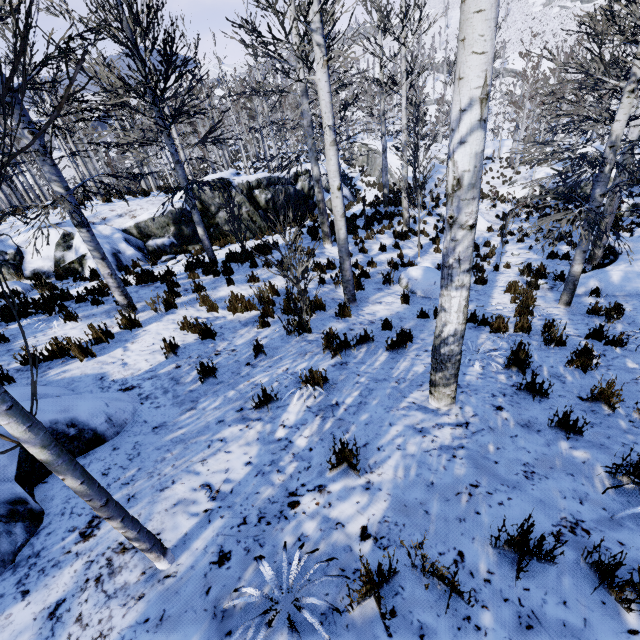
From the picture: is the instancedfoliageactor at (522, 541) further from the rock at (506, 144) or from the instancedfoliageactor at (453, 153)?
the rock at (506, 144)

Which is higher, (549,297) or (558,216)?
(558,216)

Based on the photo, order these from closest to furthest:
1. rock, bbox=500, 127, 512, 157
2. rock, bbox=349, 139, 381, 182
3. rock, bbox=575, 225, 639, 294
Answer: rock, bbox=575, 225, 639, 294 → rock, bbox=349, 139, 381, 182 → rock, bbox=500, 127, 512, 157

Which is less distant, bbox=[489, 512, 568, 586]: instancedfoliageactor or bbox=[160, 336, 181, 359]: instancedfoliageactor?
bbox=[489, 512, 568, 586]: instancedfoliageactor

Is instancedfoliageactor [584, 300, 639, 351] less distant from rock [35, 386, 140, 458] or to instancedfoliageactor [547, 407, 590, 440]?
rock [35, 386, 140, 458]

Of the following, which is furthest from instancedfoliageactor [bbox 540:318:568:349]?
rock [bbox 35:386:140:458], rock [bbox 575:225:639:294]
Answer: rock [bbox 35:386:140:458]

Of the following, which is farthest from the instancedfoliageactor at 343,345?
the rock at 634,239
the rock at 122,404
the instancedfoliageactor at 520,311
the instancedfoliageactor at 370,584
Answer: the rock at 122,404
